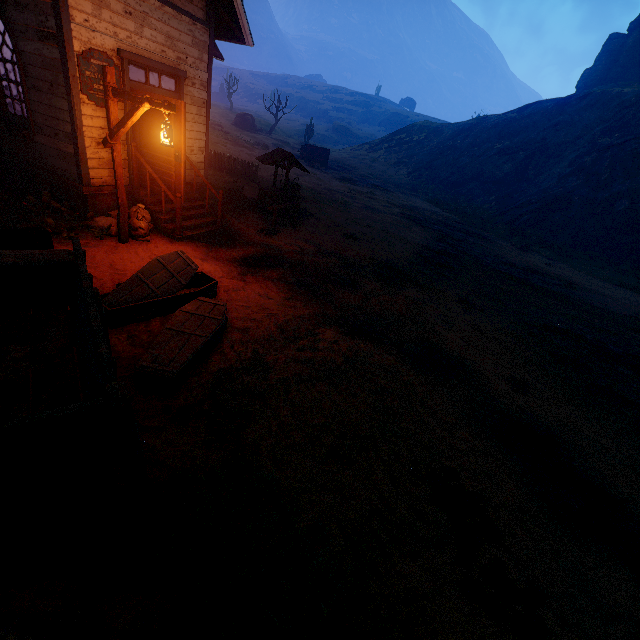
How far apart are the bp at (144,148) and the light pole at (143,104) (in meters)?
1.14

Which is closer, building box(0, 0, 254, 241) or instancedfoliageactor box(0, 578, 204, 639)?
instancedfoliageactor box(0, 578, 204, 639)

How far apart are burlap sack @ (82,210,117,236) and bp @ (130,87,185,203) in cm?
53

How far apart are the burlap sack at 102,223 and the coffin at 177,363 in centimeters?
357cm

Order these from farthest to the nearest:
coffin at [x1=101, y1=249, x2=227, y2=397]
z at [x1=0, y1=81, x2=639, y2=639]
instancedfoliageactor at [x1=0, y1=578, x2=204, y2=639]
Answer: coffin at [x1=101, y1=249, x2=227, y2=397] → z at [x1=0, y1=81, x2=639, y2=639] → instancedfoliageactor at [x1=0, y1=578, x2=204, y2=639]

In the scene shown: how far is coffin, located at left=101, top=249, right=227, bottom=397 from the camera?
3.92m

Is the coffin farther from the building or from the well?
the well

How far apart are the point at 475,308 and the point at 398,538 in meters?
7.3
